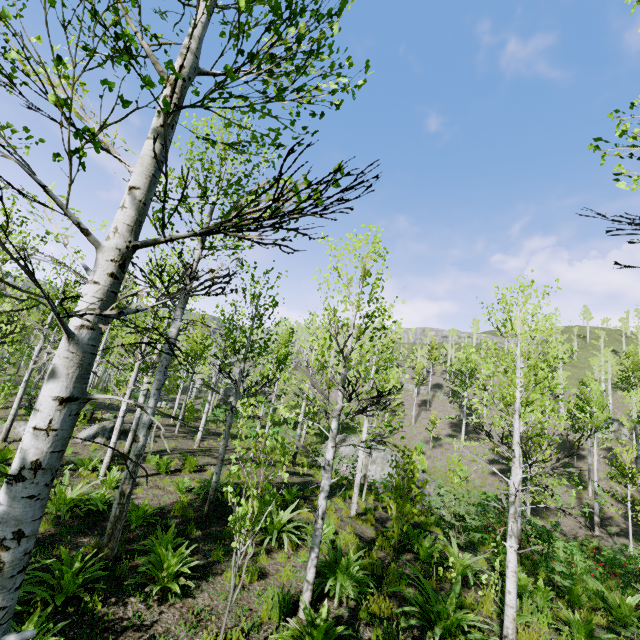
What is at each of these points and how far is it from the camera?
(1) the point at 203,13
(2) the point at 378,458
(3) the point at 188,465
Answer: (1) instancedfoliageactor, 1.7m
(2) rock, 22.2m
(3) instancedfoliageactor, 12.0m

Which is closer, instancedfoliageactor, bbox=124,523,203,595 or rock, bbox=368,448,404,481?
instancedfoliageactor, bbox=124,523,203,595

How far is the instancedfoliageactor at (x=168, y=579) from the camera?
5.3 meters

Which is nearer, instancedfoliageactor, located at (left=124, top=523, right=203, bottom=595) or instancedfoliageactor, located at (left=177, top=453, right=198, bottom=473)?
instancedfoliageactor, located at (left=124, top=523, right=203, bottom=595)

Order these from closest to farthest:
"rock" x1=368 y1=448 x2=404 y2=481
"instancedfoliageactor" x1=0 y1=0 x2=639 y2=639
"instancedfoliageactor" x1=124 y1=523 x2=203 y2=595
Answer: "instancedfoliageactor" x1=0 y1=0 x2=639 y2=639 → "instancedfoliageactor" x1=124 y1=523 x2=203 y2=595 → "rock" x1=368 y1=448 x2=404 y2=481
